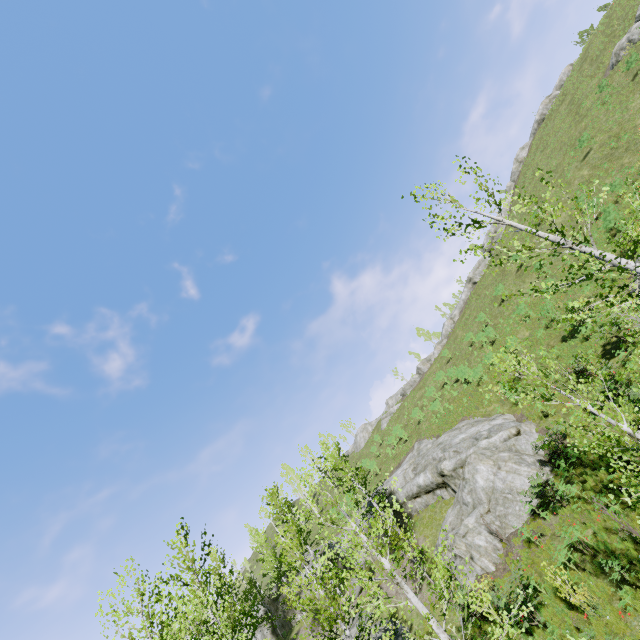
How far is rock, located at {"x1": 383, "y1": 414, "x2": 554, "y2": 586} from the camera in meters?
16.0

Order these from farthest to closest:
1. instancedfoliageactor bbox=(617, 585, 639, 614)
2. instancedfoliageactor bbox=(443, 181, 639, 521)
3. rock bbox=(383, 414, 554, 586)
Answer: rock bbox=(383, 414, 554, 586), instancedfoliageactor bbox=(617, 585, 639, 614), instancedfoliageactor bbox=(443, 181, 639, 521)

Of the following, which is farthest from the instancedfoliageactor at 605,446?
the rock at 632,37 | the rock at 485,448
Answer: the rock at 632,37

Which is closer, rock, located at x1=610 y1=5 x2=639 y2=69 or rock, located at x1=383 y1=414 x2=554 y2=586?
rock, located at x1=383 y1=414 x2=554 y2=586

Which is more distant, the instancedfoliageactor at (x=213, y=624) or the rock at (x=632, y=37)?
Result: the rock at (x=632, y=37)

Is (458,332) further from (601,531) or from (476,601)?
(476,601)

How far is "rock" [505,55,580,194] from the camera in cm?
4412

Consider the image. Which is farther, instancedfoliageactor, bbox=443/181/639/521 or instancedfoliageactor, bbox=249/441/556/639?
instancedfoliageactor, bbox=249/441/556/639
